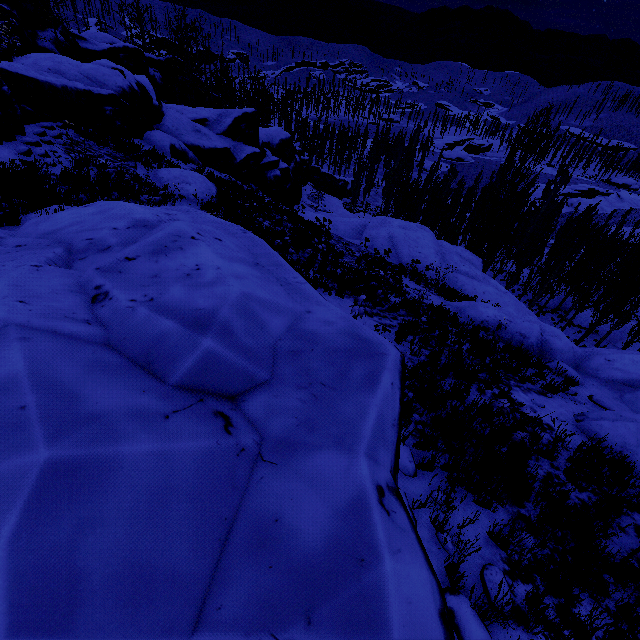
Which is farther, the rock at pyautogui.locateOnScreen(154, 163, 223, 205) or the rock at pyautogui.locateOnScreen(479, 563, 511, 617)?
the rock at pyautogui.locateOnScreen(154, 163, 223, 205)

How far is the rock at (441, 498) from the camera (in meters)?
3.83

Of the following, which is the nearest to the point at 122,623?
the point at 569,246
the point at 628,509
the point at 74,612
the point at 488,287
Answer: the point at 74,612

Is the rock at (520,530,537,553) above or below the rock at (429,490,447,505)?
below

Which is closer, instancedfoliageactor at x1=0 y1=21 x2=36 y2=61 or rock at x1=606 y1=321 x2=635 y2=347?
instancedfoliageactor at x1=0 y1=21 x2=36 y2=61

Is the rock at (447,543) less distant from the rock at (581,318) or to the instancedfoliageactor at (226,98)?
the instancedfoliageactor at (226,98)

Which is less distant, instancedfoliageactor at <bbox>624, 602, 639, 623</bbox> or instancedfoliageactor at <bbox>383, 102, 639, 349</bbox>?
instancedfoliageactor at <bbox>624, 602, 639, 623</bbox>
